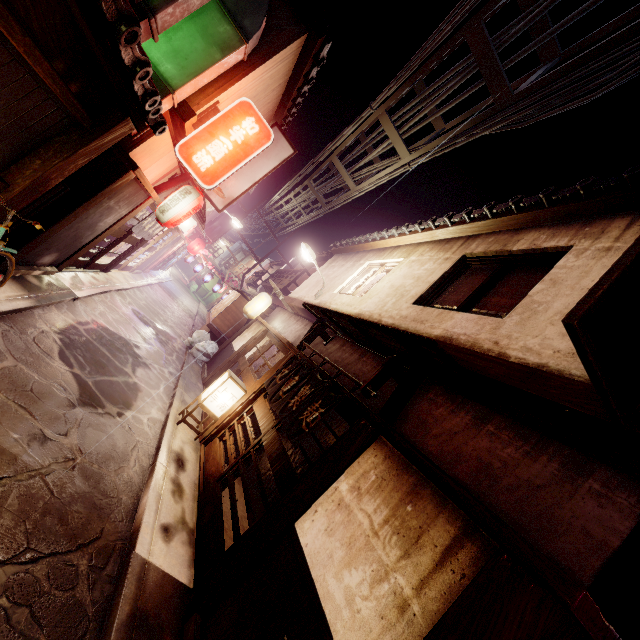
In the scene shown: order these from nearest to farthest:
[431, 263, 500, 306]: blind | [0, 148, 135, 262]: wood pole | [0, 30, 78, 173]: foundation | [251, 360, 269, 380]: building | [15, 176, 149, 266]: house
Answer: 1. [0, 30, 78, 173]: foundation
2. [0, 148, 135, 262]: wood pole
3. [431, 263, 500, 306]: blind
4. [15, 176, 149, 266]: house
5. [251, 360, 269, 380]: building

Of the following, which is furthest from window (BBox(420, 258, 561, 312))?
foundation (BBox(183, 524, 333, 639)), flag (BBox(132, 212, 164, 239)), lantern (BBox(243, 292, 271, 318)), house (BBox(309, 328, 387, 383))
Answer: flag (BBox(132, 212, 164, 239))

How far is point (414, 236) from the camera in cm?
1564

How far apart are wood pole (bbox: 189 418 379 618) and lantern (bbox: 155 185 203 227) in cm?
1111

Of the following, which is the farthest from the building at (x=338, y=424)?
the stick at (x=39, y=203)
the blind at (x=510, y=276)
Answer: the stick at (x=39, y=203)

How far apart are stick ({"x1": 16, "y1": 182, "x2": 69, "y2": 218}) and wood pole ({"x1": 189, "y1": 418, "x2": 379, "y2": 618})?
9.8m

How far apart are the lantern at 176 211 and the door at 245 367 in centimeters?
715cm

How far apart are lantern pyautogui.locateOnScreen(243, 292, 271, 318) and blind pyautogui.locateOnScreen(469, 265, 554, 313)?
14.14m
